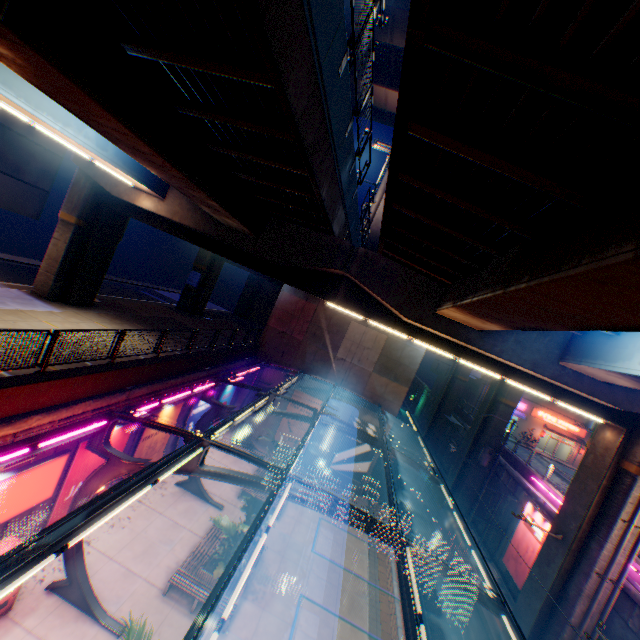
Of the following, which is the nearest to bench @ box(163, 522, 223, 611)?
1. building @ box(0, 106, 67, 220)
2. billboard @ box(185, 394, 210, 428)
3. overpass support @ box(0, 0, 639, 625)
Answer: billboard @ box(185, 394, 210, 428)

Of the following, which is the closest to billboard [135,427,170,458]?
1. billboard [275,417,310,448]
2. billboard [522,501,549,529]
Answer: billboard [275,417,310,448]

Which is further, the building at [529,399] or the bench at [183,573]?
the building at [529,399]

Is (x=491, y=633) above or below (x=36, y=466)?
below

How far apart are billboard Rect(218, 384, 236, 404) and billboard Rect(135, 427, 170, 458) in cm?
476

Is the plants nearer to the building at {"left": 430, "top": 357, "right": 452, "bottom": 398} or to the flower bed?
the flower bed

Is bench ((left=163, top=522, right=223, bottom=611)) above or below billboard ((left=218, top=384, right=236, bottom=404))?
below

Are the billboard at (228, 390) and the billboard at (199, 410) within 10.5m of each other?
yes
